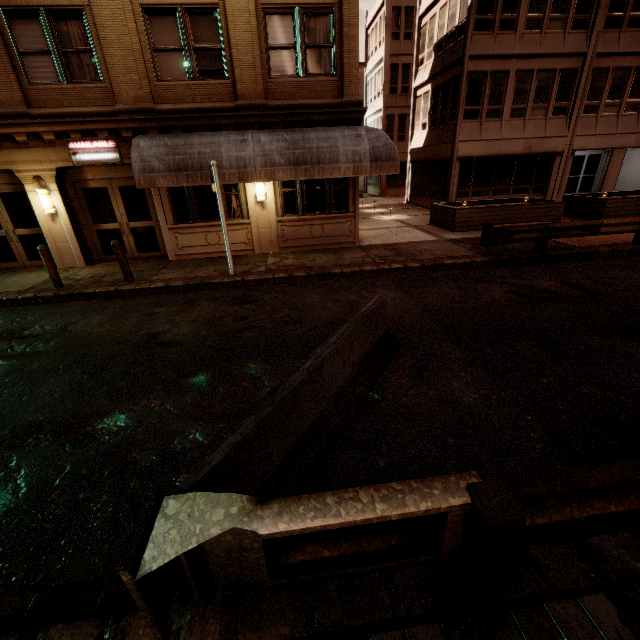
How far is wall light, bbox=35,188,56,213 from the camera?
10.36m

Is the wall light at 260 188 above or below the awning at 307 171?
below

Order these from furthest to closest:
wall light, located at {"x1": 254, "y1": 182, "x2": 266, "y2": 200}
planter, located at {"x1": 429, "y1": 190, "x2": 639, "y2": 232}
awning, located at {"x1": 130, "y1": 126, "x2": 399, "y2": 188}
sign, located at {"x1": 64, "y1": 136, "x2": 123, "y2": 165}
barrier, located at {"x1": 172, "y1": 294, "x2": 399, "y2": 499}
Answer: planter, located at {"x1": 429, "y1": 190, "x2": 639, "y2": 232}
wall light, located at {"x1": 254, "y1": 182, "x2": 266, "y2": 200}
sign, located at {"x1": 64, "y1": 136, "x2": 123, "y2": 165}
awning, located at {"x1": 130, "y1": 126, "x2": 399, "y2": 188}
barrier, located at {"x1": 172, "y1": 294, "x2": 399, "y2": 499}

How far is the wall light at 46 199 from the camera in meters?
10.4 m

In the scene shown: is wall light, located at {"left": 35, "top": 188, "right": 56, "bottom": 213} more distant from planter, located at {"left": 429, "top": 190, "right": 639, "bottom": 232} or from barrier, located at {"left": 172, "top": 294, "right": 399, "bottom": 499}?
planter, located at {"left": 429, "top": 190, "right": 639, "bottom": 232}

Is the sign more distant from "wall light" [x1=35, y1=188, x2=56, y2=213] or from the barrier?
the barrier

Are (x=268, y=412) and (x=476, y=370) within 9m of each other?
yes

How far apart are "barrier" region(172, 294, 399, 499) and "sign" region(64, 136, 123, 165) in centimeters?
989cm
